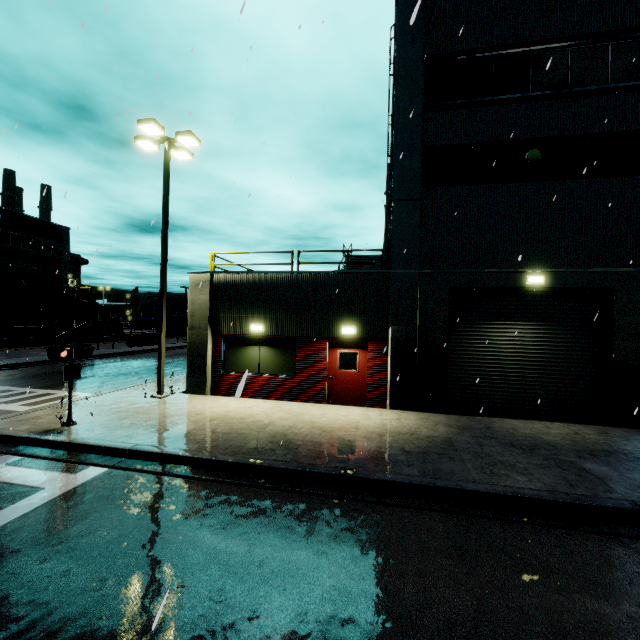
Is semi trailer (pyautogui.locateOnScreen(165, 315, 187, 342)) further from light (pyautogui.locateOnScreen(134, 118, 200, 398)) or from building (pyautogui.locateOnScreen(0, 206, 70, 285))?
light (pyautogui.locateOnScreen(134, 118, 200, 398))

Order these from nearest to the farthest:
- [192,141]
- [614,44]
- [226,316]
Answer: [614,44]
[192,141]
[226,316]

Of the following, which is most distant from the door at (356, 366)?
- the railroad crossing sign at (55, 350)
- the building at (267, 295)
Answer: the railroad crossing sign at (55, 350)

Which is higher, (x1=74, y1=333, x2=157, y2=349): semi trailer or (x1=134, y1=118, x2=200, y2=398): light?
(x1=134, y1=118, x2=200, y2=398): light

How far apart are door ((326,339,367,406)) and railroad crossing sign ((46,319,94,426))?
6.9 meters

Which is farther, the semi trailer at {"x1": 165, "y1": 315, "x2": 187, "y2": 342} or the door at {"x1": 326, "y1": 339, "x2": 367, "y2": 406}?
the semi trailer at {"x1": 165, "y1": 315, "x2": 187, "y2": 342}

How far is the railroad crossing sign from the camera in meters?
8.3 m

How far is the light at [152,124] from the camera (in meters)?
11.73
